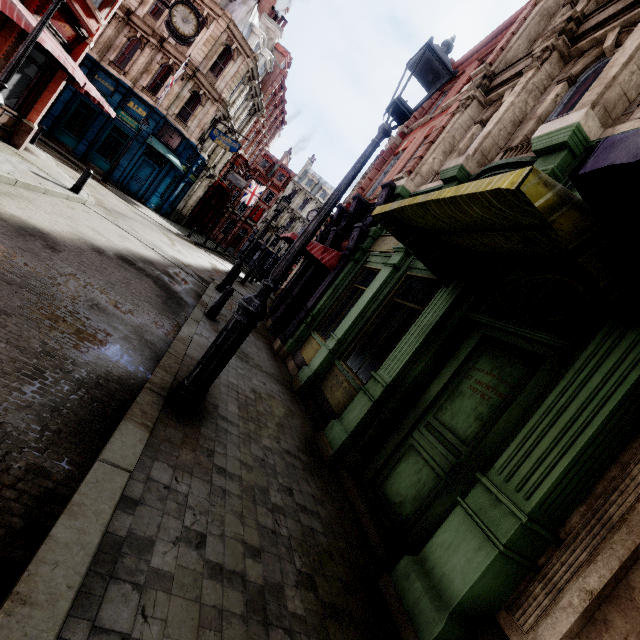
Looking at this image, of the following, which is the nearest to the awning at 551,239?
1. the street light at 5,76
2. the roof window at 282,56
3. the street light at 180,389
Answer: the street light at 180,389

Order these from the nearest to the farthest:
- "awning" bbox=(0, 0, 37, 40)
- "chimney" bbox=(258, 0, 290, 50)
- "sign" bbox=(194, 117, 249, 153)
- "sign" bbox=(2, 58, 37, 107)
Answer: "awning" bbox=(0, 0, 37, 40) → "sign" bbox=(2, 58, 37, 107) → "sign" bbox=(194, 117, 249, 153) → "chimney" bbox=(258, 0, 290, 50)

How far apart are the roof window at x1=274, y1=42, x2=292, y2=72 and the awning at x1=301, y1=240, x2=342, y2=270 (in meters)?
30.72

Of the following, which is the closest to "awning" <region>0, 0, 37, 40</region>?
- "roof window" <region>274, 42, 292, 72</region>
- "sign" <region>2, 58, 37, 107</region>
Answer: "sign" <region>2, 58, 37, 107</region>

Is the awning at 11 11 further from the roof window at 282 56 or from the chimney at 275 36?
the roof window at 282 56

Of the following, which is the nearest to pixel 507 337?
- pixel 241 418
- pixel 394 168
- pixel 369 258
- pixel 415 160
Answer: pixel 241 418

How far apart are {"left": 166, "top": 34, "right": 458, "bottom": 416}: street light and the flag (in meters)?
38.40

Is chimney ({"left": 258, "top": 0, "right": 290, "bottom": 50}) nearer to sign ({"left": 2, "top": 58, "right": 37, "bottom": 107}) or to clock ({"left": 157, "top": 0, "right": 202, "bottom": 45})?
clock ({"left": 157, "top": 0, "right": 202, "bottom": 45})
